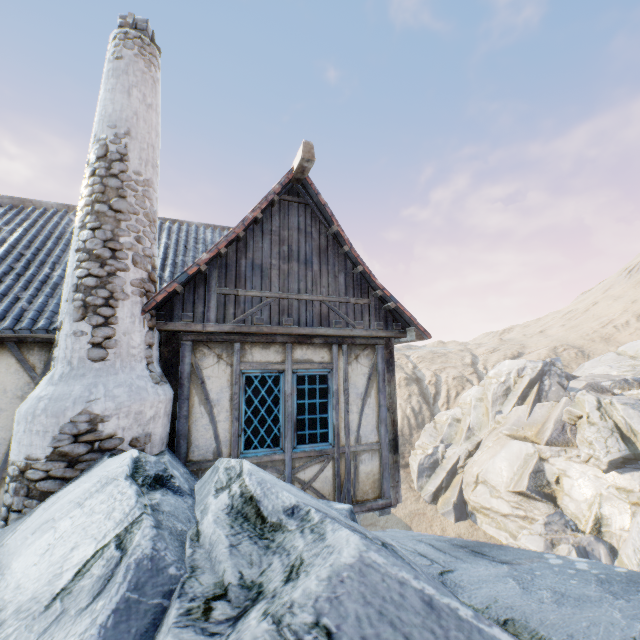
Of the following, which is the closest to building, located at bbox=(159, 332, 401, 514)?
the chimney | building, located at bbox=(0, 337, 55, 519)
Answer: the chimney

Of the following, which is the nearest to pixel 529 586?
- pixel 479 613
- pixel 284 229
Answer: pixel 479 613

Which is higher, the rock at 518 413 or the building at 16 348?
the building at 16 348

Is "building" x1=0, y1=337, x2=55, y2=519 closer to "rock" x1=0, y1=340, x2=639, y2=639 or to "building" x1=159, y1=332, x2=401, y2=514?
"rock" x1=0, y1=340, x2=639, y2=639

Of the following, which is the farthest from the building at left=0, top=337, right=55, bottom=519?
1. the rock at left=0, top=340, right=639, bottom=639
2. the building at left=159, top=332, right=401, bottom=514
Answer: the building at left=159, top=332, right=401, bottom=514

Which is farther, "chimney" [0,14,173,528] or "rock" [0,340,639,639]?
"chimney" [0,14,173,528]

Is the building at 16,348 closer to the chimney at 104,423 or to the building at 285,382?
the chimney at 104,423

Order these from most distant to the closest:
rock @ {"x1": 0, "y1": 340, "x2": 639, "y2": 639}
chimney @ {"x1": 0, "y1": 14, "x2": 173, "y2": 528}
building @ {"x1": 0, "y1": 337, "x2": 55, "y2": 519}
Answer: building @ {"x1": 0, "y1": 337, "x2": 55, "y2": 519} → chimney @ {"x1": 0, "y1": 14, "x2": 173, "y2": 528} → rock @ {"x1": 0, "y1": 340, "x2": 639, "y2": 639}
